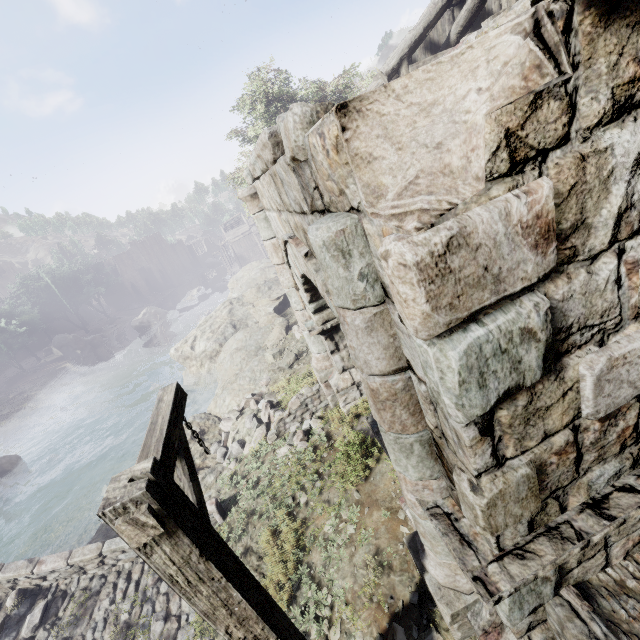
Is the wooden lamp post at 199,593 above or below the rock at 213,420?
above

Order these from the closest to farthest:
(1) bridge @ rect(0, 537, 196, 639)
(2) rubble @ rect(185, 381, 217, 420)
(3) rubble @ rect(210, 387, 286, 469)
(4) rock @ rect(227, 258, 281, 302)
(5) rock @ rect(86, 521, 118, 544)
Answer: (1) bridge @ rect(0, 537, 196, 639)
(5) rock @ rect(86, 521, 118, 544)
(3) rubble @ rect(210, 387, 286, 469)
(2) rubble @ rect(185, 381, 217, 420)
(4) rock @ rect(227, 258, 281, 302)

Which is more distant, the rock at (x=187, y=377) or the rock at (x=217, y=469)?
the rock at (x=187, y=377)

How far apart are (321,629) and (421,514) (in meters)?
3.47

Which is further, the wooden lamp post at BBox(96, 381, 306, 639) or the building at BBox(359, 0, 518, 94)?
the building at BBox(359, 0, 518, 94)

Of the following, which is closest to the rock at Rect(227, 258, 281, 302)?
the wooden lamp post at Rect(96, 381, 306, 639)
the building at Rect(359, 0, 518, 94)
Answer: the building at Rect(359, 0, 518, 94)

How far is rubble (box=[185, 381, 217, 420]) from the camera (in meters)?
18.37

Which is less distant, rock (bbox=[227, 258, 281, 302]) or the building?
the building
